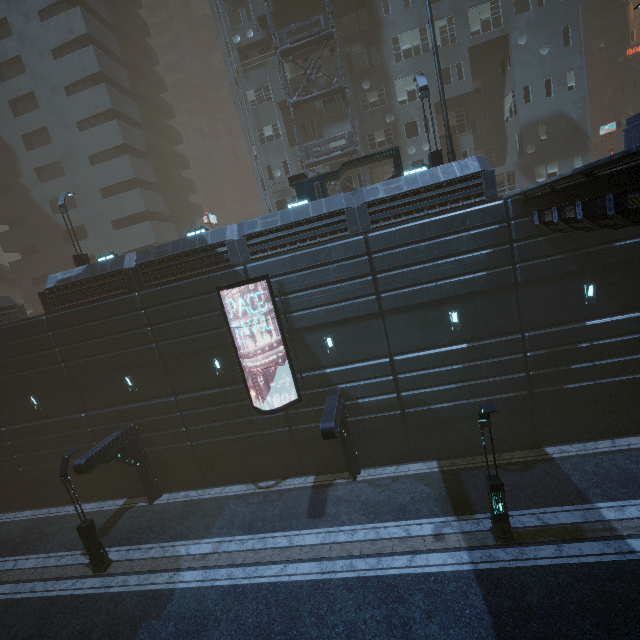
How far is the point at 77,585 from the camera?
14.3 meters

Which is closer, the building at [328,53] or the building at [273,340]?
the building at [273,340]

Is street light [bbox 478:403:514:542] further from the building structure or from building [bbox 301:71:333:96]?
the building structure

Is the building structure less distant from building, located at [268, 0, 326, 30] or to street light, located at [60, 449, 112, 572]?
building, located at [268, 0, 326, 30]

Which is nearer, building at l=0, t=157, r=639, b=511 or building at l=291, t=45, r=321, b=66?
building at l=0, t=157, r=639, b=511

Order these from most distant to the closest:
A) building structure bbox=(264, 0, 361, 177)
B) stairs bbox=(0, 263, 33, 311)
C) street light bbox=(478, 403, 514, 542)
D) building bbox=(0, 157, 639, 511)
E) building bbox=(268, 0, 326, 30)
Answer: stairs bbox=(0, 263, 33, 311) < building bbox=(268, 0, 326, 30) < building structure bbox=(264, 0, 361, 177) < building bbox=(0, 157, 639, 511) < street light bbox=(478, 403, 514, 542)

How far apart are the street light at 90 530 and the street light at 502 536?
16.8 meters

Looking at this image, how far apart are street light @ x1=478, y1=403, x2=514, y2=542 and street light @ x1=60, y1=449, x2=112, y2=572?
16.8m
